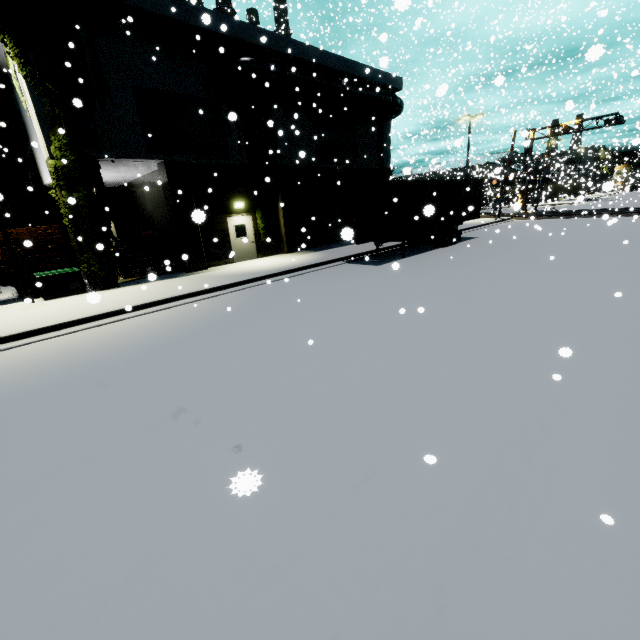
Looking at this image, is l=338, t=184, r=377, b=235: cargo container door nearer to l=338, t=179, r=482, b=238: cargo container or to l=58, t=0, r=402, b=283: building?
l=338, t=179, r=482, b=238: cargo container

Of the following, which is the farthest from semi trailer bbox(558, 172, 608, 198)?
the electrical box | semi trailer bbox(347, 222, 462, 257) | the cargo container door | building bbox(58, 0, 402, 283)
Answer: the electrical box

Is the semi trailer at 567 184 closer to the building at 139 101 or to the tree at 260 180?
the building at 139 101

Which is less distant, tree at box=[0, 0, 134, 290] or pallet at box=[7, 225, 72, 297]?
tree at box=[0, 0, 134, 290]

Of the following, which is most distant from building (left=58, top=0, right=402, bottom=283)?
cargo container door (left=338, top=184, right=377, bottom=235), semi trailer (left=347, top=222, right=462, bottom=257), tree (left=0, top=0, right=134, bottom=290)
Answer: semi trailer (left=347, top=222, right=462, bottom=257)

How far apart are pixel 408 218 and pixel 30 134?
19.34m

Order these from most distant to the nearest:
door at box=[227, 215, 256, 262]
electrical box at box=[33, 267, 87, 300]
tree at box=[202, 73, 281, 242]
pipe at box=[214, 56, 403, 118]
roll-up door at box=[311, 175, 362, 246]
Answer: roll-up door at box=[311, 175, 362, 246]
door at box=[227, 215, 256, 262]
tree at box=[202, 73, 281, 242]
pipe at box=[214, 56, 403, 118]
electrical box at box=[33, 267, 87, 300]

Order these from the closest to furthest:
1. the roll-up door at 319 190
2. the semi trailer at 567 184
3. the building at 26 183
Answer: the building at 26 183 → the semi trailer at 567 184 → the roll-up door at 319 190
